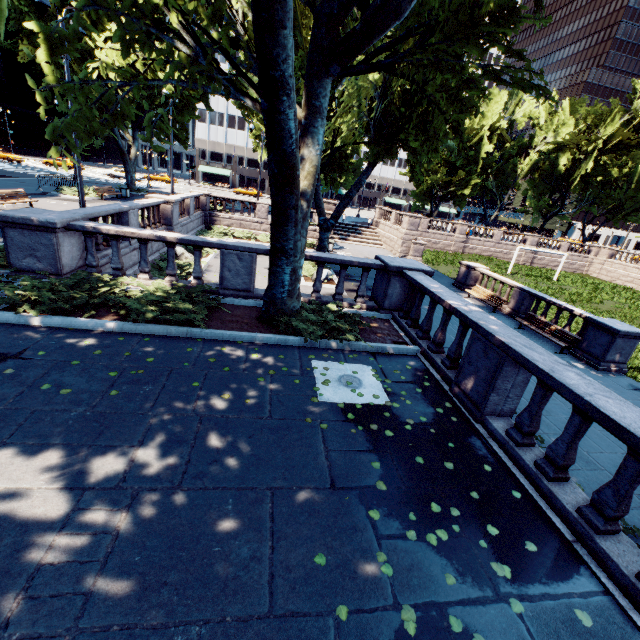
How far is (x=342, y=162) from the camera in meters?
32.5

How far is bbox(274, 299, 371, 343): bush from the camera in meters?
7.5

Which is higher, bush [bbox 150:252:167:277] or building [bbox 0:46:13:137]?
building [bbox 0:46:13:137]

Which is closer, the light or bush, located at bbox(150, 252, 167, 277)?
the light

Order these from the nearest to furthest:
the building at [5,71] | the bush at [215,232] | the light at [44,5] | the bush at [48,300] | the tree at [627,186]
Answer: the tree at [627,186] → the bush at [48,300] → the light at [44,5] → the bush at [215,232] → the building at [5,71]

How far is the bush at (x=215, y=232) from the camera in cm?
2362

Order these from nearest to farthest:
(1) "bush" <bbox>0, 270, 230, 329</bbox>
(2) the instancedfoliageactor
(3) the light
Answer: (2) the instancedfoliageactor
(1) "bush" <bbox>0, 270, 230, 329</bbox>
(3) the light

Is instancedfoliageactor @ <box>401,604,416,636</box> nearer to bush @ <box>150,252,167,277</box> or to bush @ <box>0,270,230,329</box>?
bush @ <box>0,270,230,329</box>
